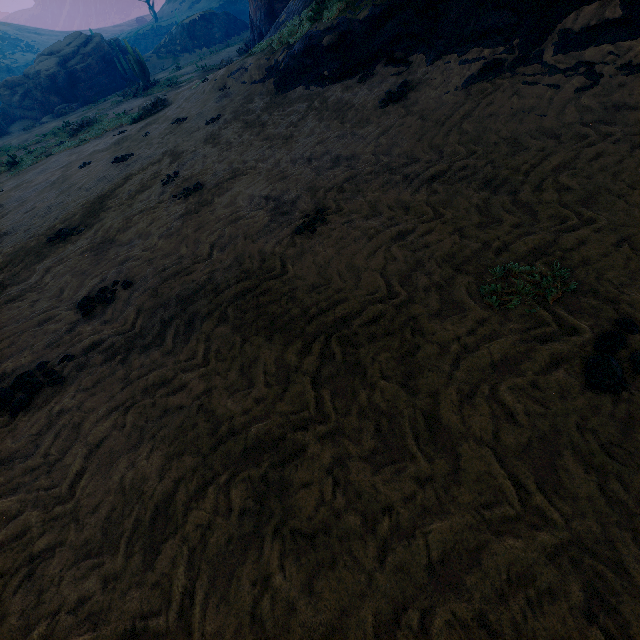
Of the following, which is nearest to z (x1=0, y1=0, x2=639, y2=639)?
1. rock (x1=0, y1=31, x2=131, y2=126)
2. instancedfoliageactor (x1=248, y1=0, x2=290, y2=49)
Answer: instancedfoliageactor (x1=248, y1=0, x2=290, y2=49)

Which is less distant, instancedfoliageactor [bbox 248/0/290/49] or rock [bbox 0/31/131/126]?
instancedfoliageactor [bbox 248/0/290/49]

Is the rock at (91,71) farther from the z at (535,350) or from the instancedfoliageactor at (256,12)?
the z at (535,350)

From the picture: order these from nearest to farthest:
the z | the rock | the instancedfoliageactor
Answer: the z → the instancedfoliageactor → the rock

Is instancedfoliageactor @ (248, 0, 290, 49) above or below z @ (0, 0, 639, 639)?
above

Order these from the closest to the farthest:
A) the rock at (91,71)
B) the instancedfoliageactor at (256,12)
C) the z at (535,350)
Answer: the z at (535,350) → the instancedfoliageactor at (256,12) → the rock at (91,71)

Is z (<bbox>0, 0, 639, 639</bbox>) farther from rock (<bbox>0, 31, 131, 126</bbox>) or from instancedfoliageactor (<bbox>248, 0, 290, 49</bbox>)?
rock (<bbox>0, 31, 131, 126</bbox>)

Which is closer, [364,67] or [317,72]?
[364,67]
